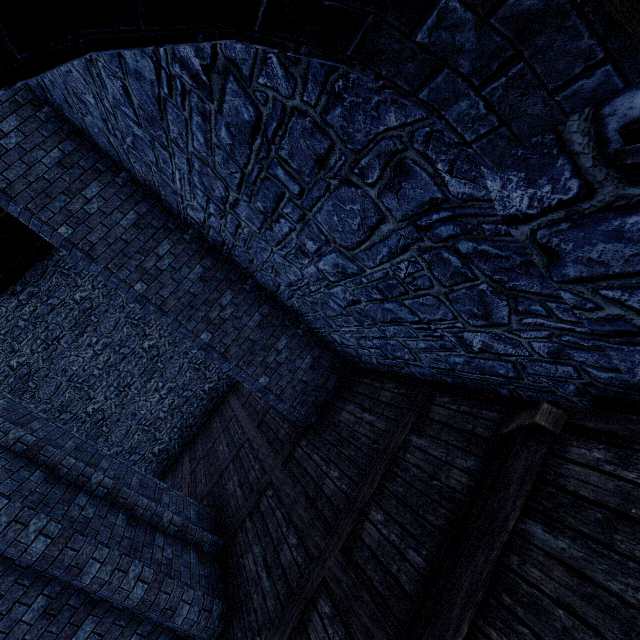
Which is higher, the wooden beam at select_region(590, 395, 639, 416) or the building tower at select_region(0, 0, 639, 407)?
the building tower at select_region(0, 0, 639, 407)

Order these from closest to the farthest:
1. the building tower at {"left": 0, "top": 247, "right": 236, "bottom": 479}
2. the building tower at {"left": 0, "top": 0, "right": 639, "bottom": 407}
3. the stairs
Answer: the building tower at {"left": 0, "top": 0, "right": 639, "bottom": 407}
the stairs
the building tower at {"left": 0, "top": 247, "right": 236, "bottom": 479}

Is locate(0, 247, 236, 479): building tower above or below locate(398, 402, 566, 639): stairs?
above

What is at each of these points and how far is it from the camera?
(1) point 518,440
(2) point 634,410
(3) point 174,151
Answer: (1) stairs, 2.8 meters
(2) wooden beam, 2.5 meters
(3) building tower, 3.9 meters

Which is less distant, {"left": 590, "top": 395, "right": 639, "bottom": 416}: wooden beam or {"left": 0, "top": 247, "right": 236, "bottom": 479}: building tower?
{"left": 590, "top": 395, "right": 639, "bottom": 416}: wooden beam

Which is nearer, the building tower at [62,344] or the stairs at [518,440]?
the stairs at [518,440]

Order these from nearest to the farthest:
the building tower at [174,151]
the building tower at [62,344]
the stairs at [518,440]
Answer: the building tower at [174,151]
the stairs at [518,440]
the building tower at [62,344]
